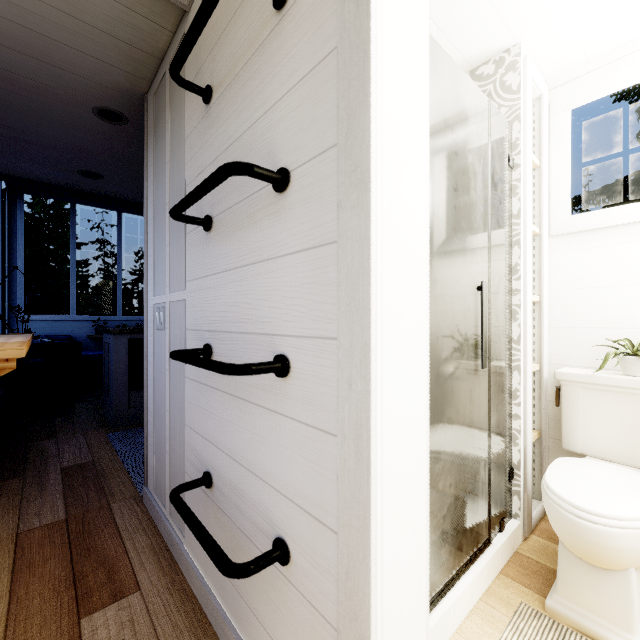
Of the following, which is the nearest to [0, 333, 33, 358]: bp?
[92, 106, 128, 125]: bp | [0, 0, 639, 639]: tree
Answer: [0, 0, 639, 639]: tree

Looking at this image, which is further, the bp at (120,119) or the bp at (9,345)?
the bp at (120,119)

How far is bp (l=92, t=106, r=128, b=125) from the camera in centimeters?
216cm

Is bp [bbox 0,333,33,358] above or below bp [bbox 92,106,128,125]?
below

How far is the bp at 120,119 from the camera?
2.2 meters

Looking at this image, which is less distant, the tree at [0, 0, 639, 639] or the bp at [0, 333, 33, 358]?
the tree at [0, 0, 639, 639]

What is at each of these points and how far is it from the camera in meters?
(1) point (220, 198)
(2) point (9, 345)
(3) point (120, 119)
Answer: (1) tree, 1.2 m
(2) bp, 1.5 m
(3) bp, 2.3 m
